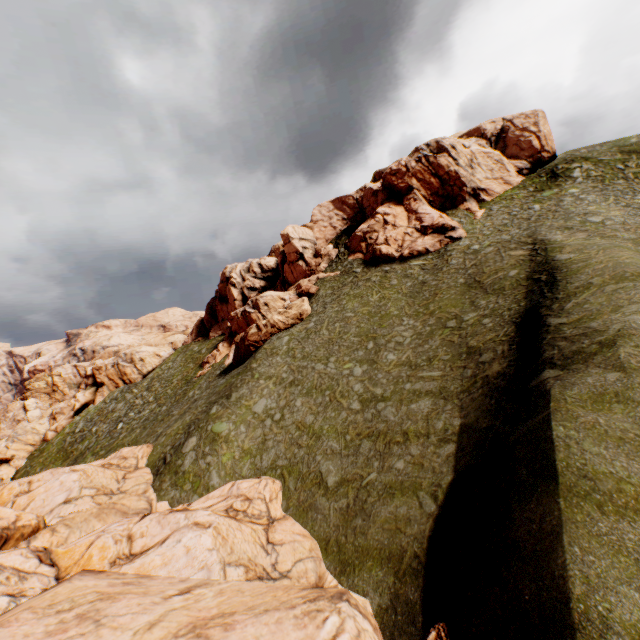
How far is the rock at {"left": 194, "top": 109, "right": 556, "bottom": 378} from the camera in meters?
40.0

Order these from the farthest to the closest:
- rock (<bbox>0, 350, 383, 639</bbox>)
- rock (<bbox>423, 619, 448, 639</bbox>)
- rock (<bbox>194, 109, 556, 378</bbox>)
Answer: rock (<bbox>194, 109, 556, 378</bbox>), rock (<bbox>423, 619, 448, 639</bbox>), rock (<bbox>0, 350, 383, 639</bbox>)

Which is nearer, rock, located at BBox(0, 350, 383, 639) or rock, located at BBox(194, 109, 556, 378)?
rock, located at BBox(0, 350, 383, 639)

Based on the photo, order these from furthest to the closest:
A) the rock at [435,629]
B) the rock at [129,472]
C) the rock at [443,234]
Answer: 1. the rock at [443,234]
2. the rock at [435,629]
3. the rock at [129,472]

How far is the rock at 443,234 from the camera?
40.0m

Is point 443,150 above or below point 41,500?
above
